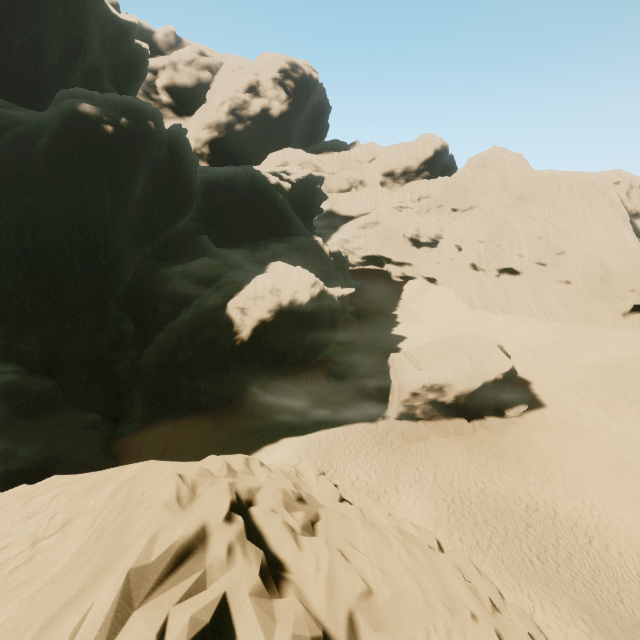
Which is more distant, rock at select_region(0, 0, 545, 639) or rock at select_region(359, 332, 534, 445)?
rock at select_region(359, 332, 534, 445)

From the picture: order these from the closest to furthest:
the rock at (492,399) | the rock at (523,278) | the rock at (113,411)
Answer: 1. the rock at (113,411)
2. the rock at (492,399)
3. the rock at (523,278)

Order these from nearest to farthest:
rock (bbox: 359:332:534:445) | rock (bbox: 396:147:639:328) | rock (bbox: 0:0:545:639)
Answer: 1. rock (bbox: 0:0:545:639)
2. rock (bbox: 359:332:534:445)
3. rock (bbox: 396:147:639:328)

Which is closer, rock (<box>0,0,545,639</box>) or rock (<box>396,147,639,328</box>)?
rock (<box>0,0,545,639</box>)

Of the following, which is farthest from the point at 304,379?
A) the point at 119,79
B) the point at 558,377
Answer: the point at 119,79

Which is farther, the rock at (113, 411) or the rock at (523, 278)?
the rock at (523, 278)

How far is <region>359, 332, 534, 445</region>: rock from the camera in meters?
23.7
